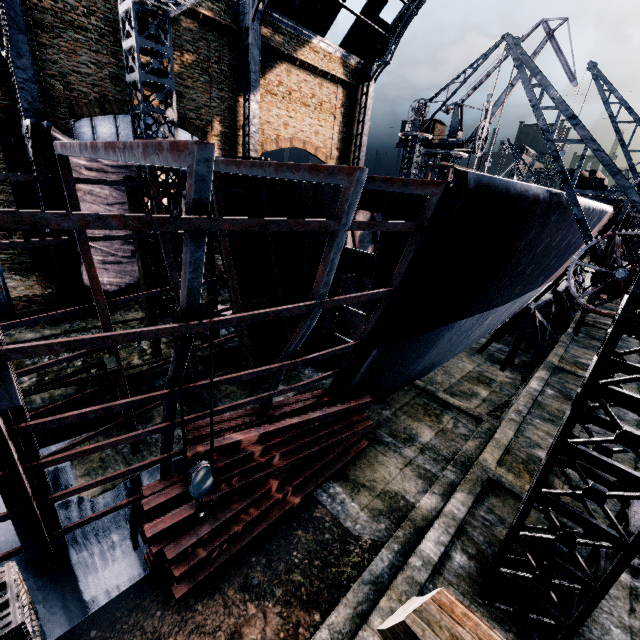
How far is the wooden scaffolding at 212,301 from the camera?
15.02m

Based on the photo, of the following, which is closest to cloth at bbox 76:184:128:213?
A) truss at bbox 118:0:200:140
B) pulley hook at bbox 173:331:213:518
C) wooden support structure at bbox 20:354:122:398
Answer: truss at bbox 118:0:200:140

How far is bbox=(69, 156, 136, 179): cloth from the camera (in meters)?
16.56

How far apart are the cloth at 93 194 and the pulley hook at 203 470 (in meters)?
16.01

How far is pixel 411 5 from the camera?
24.3 meters

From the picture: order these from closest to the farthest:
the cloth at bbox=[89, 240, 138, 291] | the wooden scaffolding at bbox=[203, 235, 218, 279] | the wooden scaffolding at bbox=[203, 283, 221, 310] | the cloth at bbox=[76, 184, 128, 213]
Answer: the wooden scaffolding at bbox=[203, 235, 218, 279] → the wooden scaffolding at bbox=[203, 283, 221, 310] → the cloth at bbox=[76, 184, 128, 213] → the cloth at bbox=[89, 240, 138, 291]

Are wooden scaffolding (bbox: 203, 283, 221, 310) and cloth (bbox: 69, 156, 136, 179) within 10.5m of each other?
yes

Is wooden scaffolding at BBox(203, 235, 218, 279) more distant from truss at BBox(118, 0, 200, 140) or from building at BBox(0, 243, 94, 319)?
building at BBox(0, 243, 94, 319)
